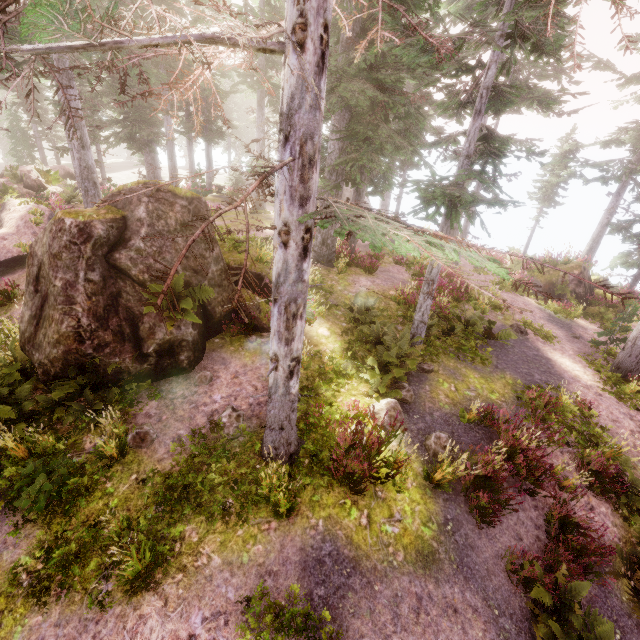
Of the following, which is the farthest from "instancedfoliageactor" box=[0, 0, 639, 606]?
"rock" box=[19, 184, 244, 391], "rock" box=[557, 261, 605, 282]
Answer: "rock" box=[557, 261, 605, 282]

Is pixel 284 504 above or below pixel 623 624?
above

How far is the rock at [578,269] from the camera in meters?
18.9 m

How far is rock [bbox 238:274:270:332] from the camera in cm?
1002

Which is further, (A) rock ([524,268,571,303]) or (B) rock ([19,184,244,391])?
(A) rock ([524,268,571,303])

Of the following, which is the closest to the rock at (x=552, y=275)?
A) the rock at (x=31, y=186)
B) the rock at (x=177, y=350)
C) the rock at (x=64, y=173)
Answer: the rock at (x=177, y=350)

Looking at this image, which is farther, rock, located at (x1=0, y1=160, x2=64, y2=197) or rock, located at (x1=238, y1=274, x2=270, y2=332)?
rock, located at (x1=0, y1=160, x2=64, y2=197)

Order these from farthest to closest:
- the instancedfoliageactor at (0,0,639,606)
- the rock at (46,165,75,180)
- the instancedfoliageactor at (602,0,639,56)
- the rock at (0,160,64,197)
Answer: the rock at (46,165,75,180) < the rock at (0,160,64,197) < the instancedfoliageactor at (0,0,639,606) < the instancedfoliageactor at (602,0,639,56)
